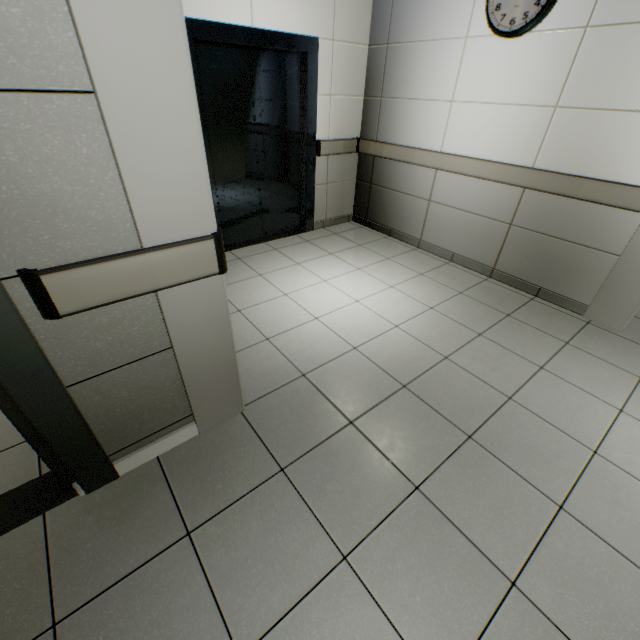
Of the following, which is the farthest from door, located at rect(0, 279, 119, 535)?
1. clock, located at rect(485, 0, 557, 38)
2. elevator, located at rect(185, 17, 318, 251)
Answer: clock, located at rect(485, 0, 557, 38)

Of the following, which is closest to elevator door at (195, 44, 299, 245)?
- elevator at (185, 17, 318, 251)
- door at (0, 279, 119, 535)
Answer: elevator at (185, 17, 318, 251)

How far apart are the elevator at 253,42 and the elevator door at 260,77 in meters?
0.0

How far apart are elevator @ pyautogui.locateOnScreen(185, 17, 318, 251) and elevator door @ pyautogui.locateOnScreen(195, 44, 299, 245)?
0.02m

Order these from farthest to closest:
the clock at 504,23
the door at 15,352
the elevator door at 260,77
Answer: the elevator door at 260,77 → the clock at 504,23 → the door at 15,352

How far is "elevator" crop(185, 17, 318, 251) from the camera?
2.86m

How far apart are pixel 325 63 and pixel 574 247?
3.27m

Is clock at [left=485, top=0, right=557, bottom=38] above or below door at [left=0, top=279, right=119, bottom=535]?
above
